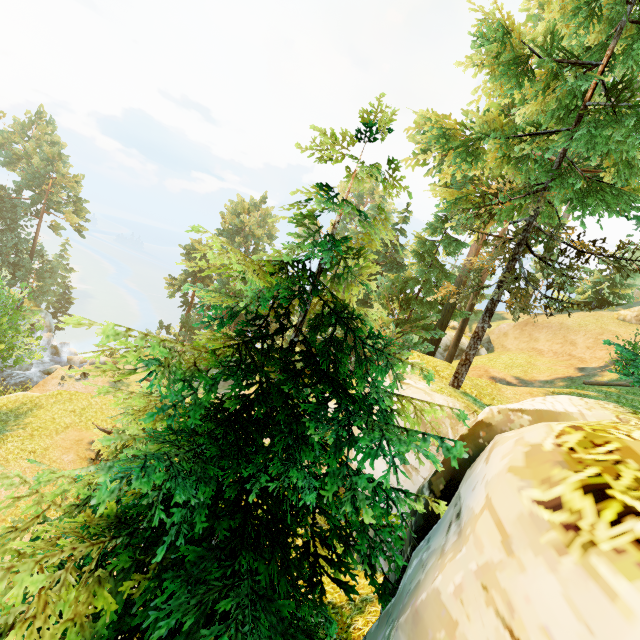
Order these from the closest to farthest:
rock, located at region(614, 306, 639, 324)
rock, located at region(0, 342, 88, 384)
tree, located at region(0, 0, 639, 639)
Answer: tree, located at region(0, 0, 639, 639)
rock, located at region(614, 306, 639, 324)
rock, located at region(0, 342, 88, 384)

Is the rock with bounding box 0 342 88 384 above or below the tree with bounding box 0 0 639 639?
below

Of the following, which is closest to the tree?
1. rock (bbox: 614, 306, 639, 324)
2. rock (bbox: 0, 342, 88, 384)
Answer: rock (bbox: 0, 342, 88, 384)

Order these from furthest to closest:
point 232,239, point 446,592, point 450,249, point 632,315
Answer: point 232,239
point 632,315
point 450,249
point 446,592

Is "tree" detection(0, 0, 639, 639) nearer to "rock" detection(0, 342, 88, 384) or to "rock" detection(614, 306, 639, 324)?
"rock" detection(0, 342, 88, 384)

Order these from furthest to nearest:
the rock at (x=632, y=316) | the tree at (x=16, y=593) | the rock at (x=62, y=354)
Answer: the rock at (x=62, y=354) < the rock at (x=632, y=316) < the tree at (x=16, y=593)

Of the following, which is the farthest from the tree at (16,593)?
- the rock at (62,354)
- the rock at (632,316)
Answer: the rock at (632,316)
